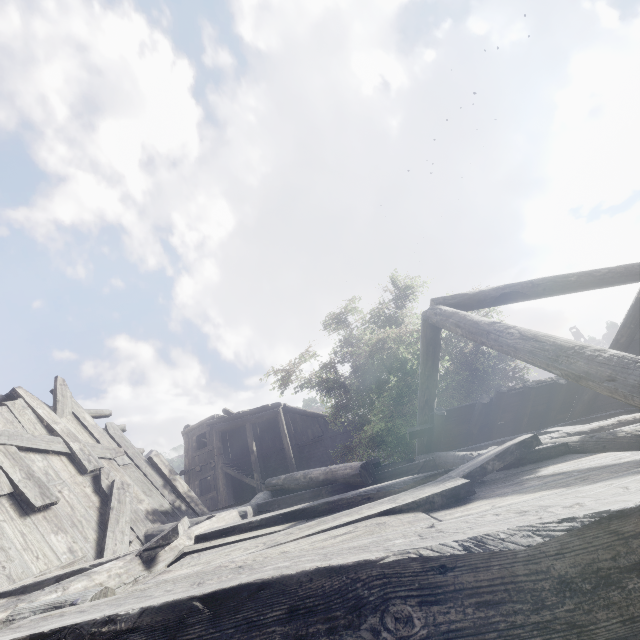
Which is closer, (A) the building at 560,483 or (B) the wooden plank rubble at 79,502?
(A) the building at 560,483

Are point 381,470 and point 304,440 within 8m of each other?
no

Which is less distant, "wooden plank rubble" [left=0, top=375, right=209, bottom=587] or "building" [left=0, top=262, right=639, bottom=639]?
"building" [left=0, top=262, right=639, bottom=639]
